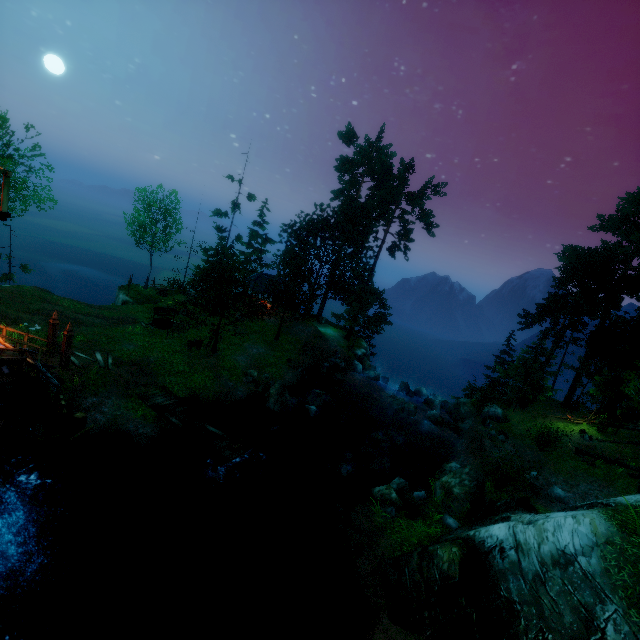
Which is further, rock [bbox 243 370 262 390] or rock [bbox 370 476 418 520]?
rock [bbox 243 370 262 390]

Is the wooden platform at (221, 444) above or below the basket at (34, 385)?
below

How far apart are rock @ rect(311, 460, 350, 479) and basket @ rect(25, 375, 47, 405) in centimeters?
1250cm

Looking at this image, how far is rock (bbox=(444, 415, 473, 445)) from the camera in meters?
26.6

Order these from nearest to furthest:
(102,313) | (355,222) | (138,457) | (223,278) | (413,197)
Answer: (138,457), (223,278), (102,313), (355,222), (413,197)

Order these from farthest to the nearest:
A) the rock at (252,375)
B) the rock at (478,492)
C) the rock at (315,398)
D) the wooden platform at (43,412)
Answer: the rock at (252,375)
the rock at (315,398)
the rock at (478,492)
the wooden platform at (43,412)

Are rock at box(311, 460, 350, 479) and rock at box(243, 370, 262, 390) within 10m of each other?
yes

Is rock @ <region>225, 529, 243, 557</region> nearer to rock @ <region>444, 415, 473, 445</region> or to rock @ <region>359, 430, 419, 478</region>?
rock @ <region>359, 430, 419, 478</region>
